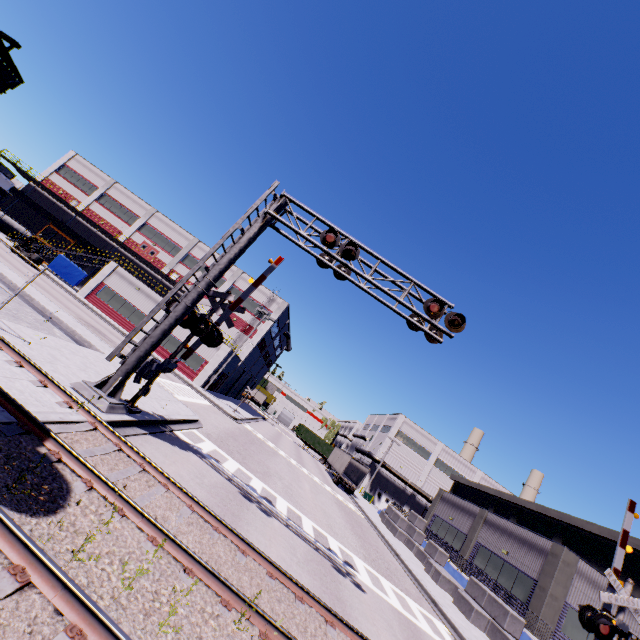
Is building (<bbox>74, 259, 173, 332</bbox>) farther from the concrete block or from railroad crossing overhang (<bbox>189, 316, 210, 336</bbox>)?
railroad crossing overhang (<bbox>189, 316, 210, 336</bbox>)

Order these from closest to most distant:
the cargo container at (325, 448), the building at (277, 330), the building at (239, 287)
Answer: the building at (277, 330) < the building at (239, 287) < the cargo container at (325, 448)

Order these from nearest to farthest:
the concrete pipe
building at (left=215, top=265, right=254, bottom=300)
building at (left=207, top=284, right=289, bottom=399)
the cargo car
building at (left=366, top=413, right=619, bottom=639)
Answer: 1. the cargo car
2. building at (left=366, top=413, right=619, bottom=639)
3. the concrete pipe
4. building at (left=207, top=284, right=289, bottom=399)
5. building at (left=215, top=265, right=254, bottom=300)

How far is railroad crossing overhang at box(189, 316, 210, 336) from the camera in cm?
1094

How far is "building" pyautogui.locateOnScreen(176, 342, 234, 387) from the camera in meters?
32.9

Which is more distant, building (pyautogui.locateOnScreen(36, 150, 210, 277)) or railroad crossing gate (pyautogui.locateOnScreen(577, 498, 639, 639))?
building (pyautogui.locateOnScreen(36, 150, 210, 277))

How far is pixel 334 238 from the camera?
10.8m

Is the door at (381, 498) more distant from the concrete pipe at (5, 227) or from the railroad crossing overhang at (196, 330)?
the concrete pipe at (5, 227)
